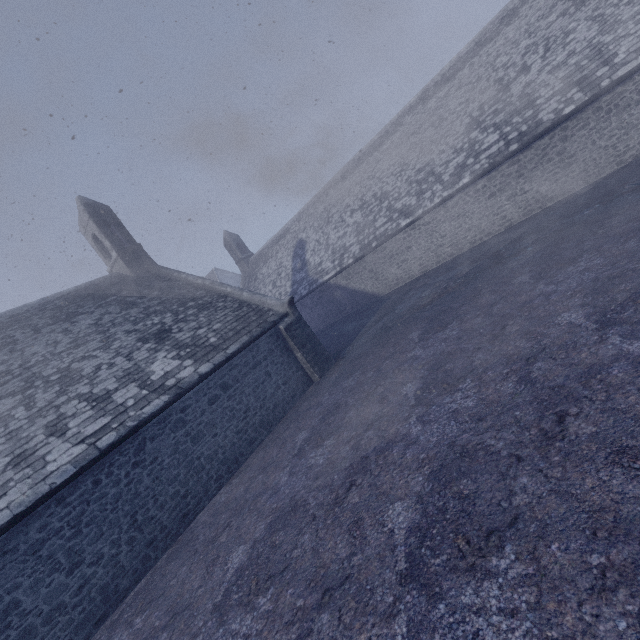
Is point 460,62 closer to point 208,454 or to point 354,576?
point 208,454
